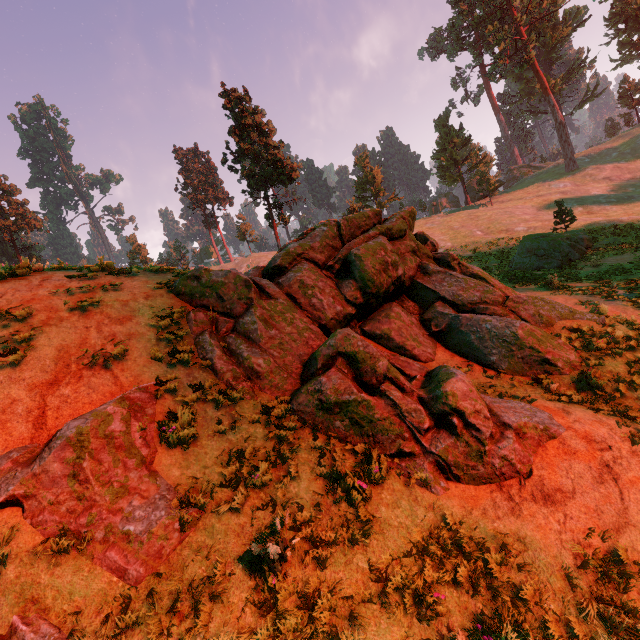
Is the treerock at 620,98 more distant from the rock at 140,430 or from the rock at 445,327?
the rock at 445,327

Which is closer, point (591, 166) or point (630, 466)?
point (630, 466)

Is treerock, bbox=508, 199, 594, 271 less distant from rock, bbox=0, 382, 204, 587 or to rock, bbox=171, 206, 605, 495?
rock, bbox=0, 382, 204, 587

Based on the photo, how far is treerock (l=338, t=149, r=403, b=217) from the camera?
52.13m

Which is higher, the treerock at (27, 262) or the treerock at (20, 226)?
the treerock at (20, 226)

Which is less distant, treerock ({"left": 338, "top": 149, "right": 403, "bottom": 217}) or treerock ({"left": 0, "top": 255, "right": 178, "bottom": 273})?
treerock ({"left": 0, "top": 255, "right": 178, "bottom": 273})
